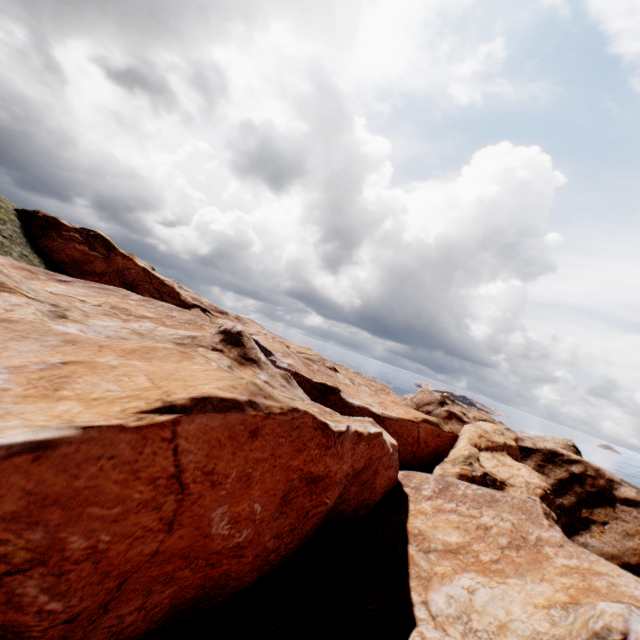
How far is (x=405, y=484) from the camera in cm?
2339
